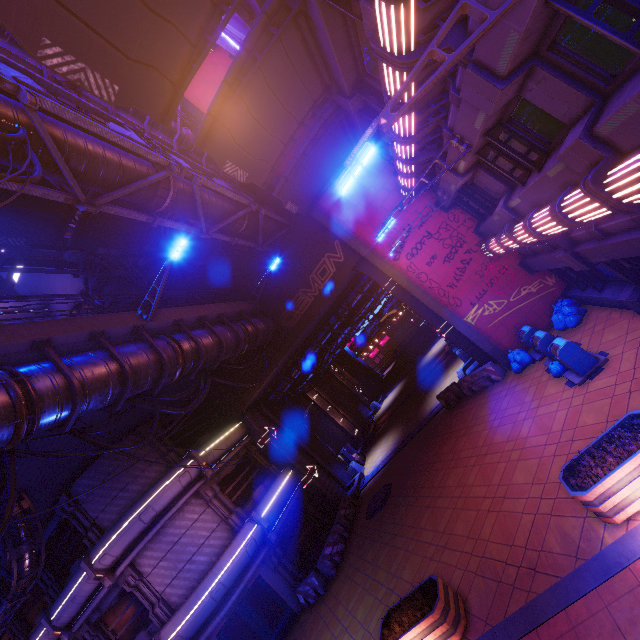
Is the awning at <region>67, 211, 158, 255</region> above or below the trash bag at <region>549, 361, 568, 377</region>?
above

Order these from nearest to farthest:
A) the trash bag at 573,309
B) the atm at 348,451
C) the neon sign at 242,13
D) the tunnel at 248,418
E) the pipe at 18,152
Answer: the pipe at 18,152 → the neon sign at 242,13 → the trash bag at 573,309 → the tunnel at 248,418 → the atm at 348,451

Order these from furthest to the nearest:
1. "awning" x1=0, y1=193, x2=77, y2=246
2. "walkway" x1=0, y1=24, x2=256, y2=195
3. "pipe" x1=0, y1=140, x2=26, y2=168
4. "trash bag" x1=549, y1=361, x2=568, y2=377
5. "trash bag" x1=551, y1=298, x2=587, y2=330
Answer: "trash bag" x1=551, y1=298, x2=587, y2=330 < "awning" x1=0, y1=193, x2=77, y2=246 < "trash bag" x1=549, y1=361, x2=568, y2=377 < "walkway" x1=0, y1=24, x2=256, y2=195 < "pipe" x1=0, y1=140, x2=26, y2=168

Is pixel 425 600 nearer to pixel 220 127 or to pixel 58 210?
pixel 220 127

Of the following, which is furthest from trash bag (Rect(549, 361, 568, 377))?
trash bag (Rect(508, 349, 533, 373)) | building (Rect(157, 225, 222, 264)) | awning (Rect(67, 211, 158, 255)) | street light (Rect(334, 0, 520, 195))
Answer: awning (Rect(67, 211, 158, 255))

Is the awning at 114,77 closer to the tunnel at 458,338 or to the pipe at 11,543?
the tunnel at 458,338

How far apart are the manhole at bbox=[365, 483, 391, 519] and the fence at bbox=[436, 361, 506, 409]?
6.2 meters

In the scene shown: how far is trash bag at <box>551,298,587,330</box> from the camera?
12.73m
